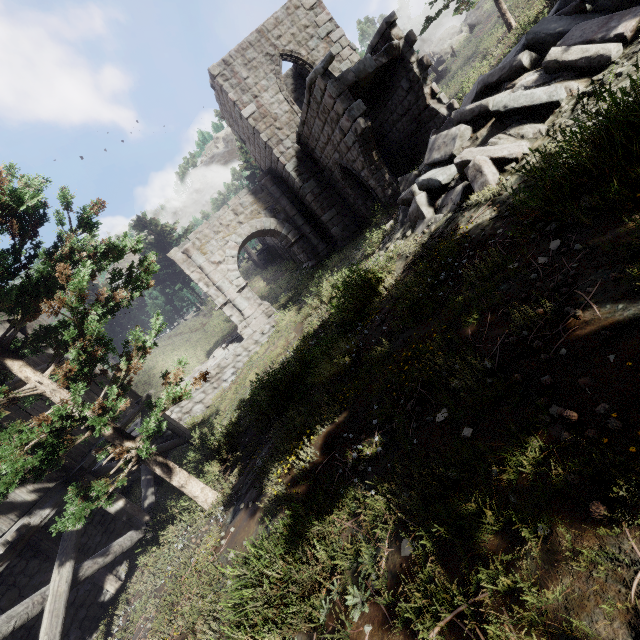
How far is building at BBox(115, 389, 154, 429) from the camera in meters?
10.9

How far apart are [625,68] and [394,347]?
5.0m

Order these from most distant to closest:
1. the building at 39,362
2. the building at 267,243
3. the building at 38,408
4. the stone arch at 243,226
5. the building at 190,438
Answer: the building at 267,243 < the stone arch at 243,226 < the building at 190,438 < the building at 39,362 < the building at 38,408

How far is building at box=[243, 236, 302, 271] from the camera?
28.5 meters

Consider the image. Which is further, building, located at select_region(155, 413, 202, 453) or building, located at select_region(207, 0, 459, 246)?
building, located at select_region(155, 413, 202, 453)

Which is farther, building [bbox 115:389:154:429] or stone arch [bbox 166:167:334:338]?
stone arch [bbox 166:167:334:338]

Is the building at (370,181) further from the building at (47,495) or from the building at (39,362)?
the building at (47,495)

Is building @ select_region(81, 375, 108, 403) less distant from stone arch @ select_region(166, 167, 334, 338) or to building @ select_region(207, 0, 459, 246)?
stone arch @ select_region(166, 167, 334, 338)
